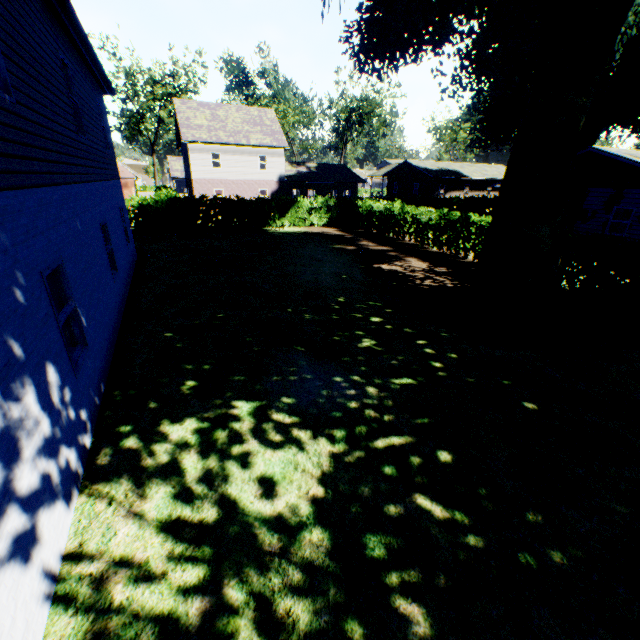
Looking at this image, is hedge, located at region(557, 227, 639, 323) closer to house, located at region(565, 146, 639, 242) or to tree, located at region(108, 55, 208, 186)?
tree, located at region(108, 55, 208, 186)

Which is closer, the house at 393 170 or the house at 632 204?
the house at 632 204

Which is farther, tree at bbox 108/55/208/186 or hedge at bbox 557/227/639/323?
tree at bbox 108/55/208/186

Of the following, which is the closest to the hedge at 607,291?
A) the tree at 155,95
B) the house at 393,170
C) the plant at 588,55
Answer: the tree at 155,95

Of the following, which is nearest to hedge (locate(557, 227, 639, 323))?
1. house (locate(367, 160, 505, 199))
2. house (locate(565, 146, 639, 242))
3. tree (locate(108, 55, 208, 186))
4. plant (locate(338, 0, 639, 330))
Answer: tree (locate(108, 55, 208, 186))

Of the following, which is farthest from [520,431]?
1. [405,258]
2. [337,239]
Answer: [337,239]

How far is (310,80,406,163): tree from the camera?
46.56m
